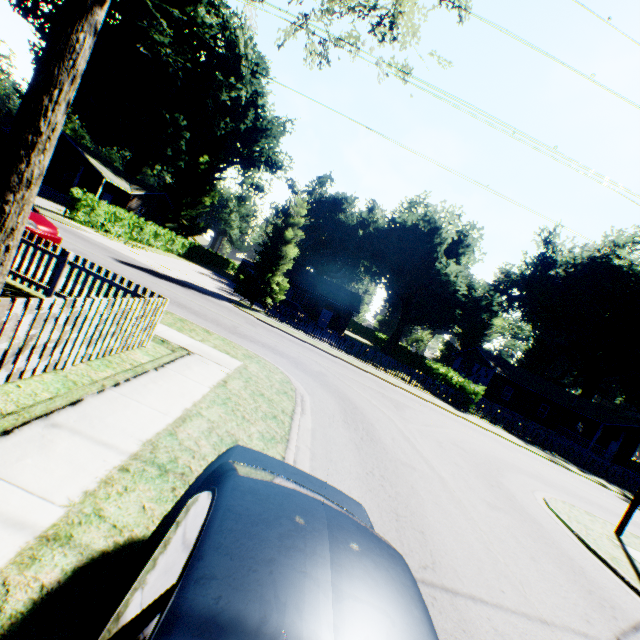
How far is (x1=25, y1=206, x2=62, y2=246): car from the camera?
11.12m

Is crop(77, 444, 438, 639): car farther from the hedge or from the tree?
the hedge

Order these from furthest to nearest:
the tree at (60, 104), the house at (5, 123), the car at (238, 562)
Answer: the house at (5, 123)
the tree at (60, 104)
the car at (238, 562)

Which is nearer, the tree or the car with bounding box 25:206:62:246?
the tree

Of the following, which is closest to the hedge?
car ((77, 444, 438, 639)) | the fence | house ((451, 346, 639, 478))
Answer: house ((451, 346, 639, 478))

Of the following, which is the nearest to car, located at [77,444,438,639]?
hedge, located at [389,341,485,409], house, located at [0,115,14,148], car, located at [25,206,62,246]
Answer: car, located at [25,206,62,246]

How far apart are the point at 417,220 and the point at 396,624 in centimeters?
4938cm

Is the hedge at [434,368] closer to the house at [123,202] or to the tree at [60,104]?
the tree at [60,104]
